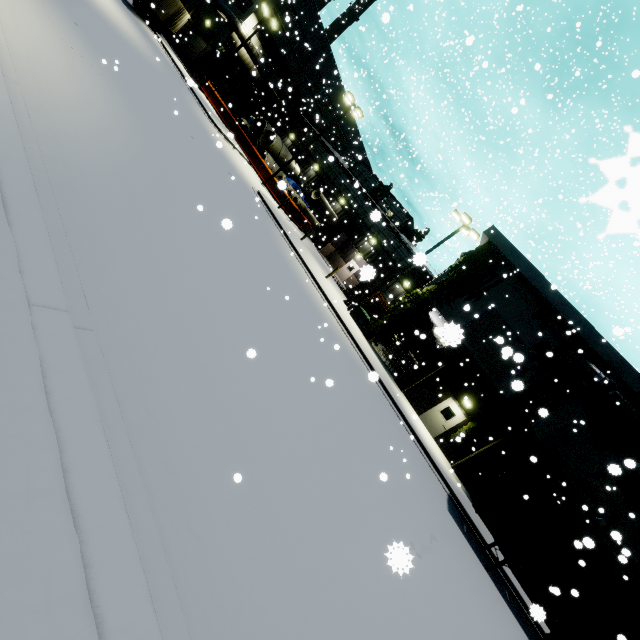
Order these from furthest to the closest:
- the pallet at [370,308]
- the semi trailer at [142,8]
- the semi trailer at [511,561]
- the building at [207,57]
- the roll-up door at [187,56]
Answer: the roll-up door at [187,56] < the building at [207,57] < the semi trailer at [142,8] < the pallet at [370,308] < the semi trailer at [511,561]

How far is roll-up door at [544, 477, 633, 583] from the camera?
15.95m

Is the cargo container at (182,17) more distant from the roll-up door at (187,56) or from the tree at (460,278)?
the roll-up door at (187,56)

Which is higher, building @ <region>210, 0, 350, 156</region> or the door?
building @ <region>210, 0, 350, 156</region>

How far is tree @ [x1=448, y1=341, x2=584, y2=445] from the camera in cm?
1789

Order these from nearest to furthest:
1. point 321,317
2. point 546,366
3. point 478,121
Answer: point 321,317 → point 546,366 → point 478,121

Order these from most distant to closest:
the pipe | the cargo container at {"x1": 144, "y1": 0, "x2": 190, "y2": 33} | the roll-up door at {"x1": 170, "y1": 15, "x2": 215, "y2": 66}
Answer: the roll-up door at {"x1": 170, "y1": 15, "x2": 215, "y2": 66}
the cargo container at {"x1": 144, "y1": 0, "x2": 190, "y2": 33}
the pipe

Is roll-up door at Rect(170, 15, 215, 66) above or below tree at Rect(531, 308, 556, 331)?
below
